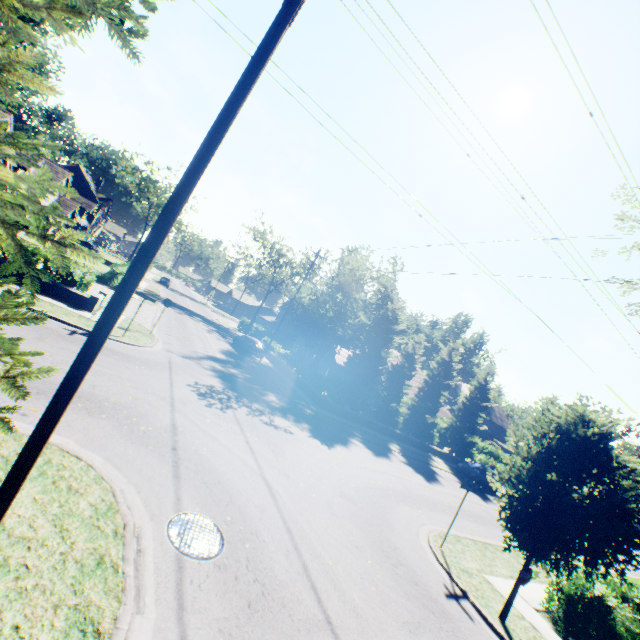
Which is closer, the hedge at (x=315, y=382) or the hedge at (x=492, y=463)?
the hedge at (x=315, y=382)

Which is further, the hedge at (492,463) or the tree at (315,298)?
the hedge at (492,463)

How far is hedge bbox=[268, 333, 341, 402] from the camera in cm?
2506

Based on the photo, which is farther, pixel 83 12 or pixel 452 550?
pixel 452 550

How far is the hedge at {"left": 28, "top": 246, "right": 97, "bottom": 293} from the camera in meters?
15.9 m

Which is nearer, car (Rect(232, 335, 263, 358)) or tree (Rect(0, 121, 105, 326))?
tree (Rect(0, 121, 105, 326))

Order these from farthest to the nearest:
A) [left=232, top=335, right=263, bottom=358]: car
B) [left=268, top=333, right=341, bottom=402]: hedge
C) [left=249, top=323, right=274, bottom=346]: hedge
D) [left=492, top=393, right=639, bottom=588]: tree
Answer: [left=249, top=323, right=274, bottom=346]: hedge, [left=232, top=335, right=263, bottom=358]: car, [left=268, top=333, right=341, bottom=402]: hedge, [left=492, top=393, right=639, bottom=588]: tree

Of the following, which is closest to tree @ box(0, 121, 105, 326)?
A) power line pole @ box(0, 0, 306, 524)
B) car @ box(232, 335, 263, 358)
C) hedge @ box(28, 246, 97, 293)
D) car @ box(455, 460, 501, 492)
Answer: power line pole @ box(0, 0, 306, 524)
